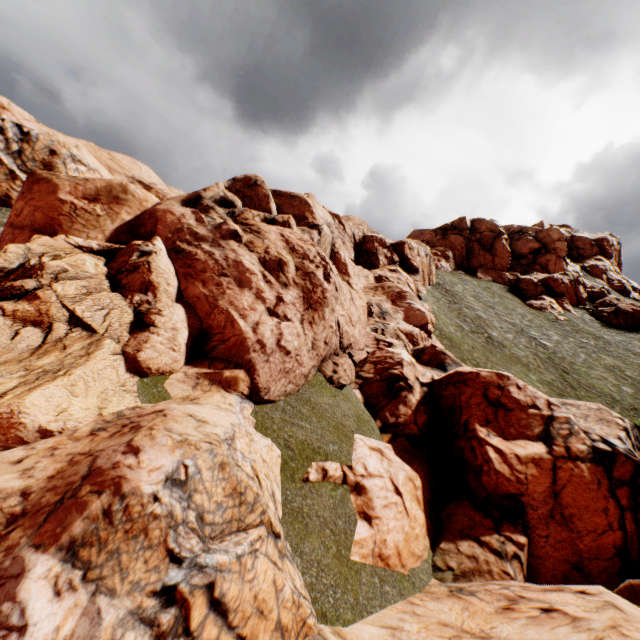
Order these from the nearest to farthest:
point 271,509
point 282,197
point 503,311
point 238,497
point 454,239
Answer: point 238,497
point 271,509
point 282,197
point 503,311
point 454,239
